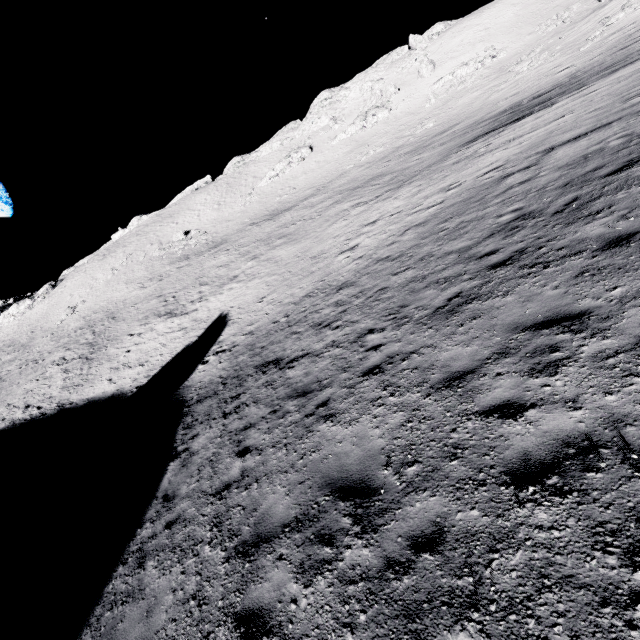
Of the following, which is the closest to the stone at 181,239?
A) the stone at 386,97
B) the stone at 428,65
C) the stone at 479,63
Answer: the stone at 386,97

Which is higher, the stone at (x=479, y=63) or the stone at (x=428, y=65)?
the stone at (x=428, y=65)

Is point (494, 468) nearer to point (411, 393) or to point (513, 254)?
point (411, 393)

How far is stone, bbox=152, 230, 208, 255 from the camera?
54.62m

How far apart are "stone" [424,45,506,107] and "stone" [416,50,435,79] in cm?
350

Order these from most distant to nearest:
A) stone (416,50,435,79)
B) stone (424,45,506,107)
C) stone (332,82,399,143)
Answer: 1. stone (332,82,399,143)
2. stone (416,50,435,79)
3. stone (424,45,506,107)

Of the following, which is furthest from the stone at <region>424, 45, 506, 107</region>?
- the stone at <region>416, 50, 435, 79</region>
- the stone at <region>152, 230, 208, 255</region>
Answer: the stone at <region>152, 230, 208, 255</region>

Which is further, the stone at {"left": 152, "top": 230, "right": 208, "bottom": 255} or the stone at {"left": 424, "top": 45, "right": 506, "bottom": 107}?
the stone at {"left": 152, "top": 230, "right": 208, "bottom": 255}
